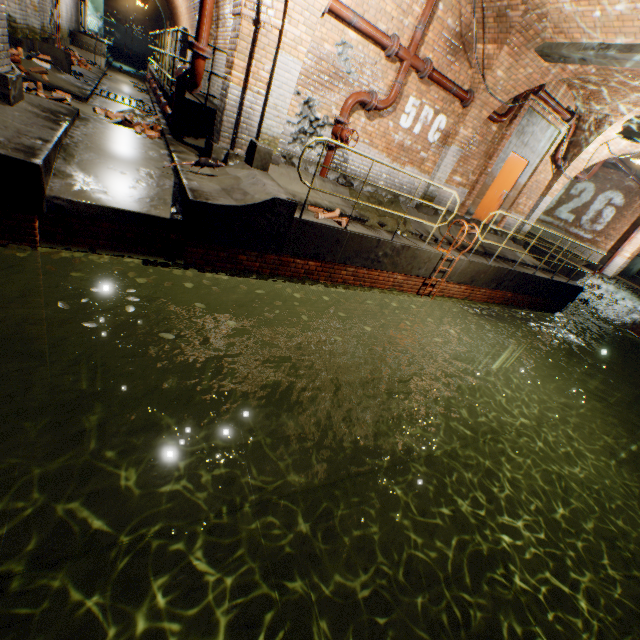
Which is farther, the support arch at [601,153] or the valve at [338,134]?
the support arch at [601,153]

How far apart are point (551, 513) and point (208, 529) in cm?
984

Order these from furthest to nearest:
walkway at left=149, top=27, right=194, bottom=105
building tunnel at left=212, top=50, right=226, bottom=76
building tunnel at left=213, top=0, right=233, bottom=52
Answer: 1. building tunnel at left=212, top=50, right=226, bottom=76
2. building tunnel at left=213, top=0, right=233, bottom=52
3. walkway at left=149, top=27, right=194, bottom=105

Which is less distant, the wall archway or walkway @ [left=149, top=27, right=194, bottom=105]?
walkway @ [left=149, top=27, right=194, bottom=105]

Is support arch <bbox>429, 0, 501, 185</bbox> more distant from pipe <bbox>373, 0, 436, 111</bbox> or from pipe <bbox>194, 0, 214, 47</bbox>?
pipe <bbox>194, 0, 214, 47</bbox>

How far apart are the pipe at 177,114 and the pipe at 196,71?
1.2 meters

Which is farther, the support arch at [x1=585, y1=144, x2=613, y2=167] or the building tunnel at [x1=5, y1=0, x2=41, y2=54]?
the support arch at [x1=585, y1=144, x2=613, y2=167]

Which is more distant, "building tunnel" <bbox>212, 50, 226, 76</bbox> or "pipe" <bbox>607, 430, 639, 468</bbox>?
"pipe" <bbox>607, 430, 639, 468</bbox>
